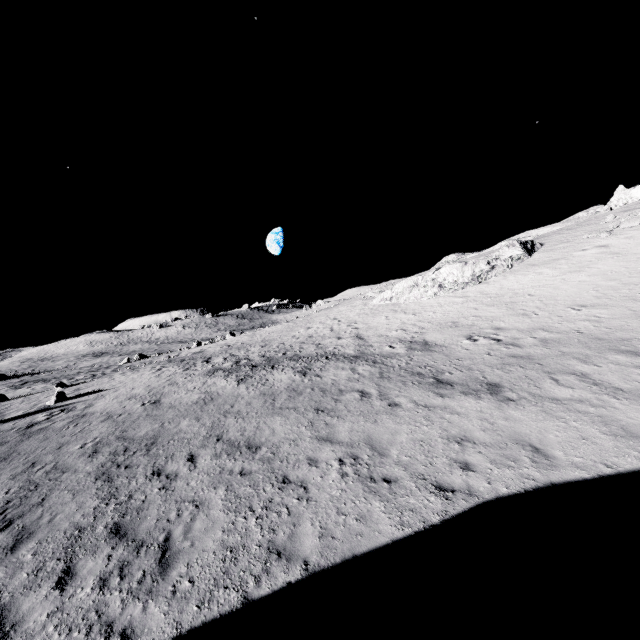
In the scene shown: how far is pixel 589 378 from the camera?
11.41m
